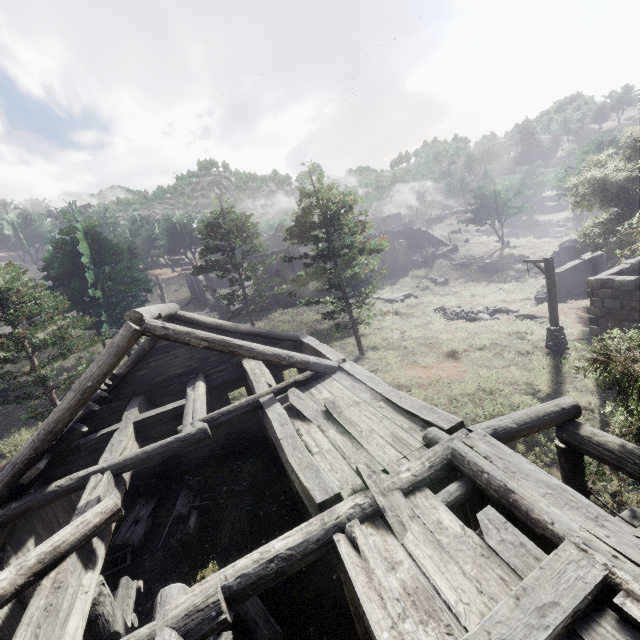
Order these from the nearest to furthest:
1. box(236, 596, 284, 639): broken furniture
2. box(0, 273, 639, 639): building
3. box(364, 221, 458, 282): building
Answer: box(0, 273, 639, 639): building
box(236, 596, 284, 639): broken furniture
box(364, 221, 458, 282): building

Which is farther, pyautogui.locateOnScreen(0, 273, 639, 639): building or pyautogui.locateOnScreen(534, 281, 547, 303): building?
pyautogui.locateOnScreen(534, 281, 547, 303): building

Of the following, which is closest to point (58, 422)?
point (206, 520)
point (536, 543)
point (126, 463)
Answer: point (126, 463)

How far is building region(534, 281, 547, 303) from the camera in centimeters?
2591cm

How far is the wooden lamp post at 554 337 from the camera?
15.5m

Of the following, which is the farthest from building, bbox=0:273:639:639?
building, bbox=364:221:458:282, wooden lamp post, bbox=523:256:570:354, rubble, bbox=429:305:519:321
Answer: building, bbox=364:221:458:282

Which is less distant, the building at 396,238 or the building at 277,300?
the building at 277,300

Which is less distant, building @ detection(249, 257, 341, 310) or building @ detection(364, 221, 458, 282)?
building @ detection(249, 257, 341, 310)
